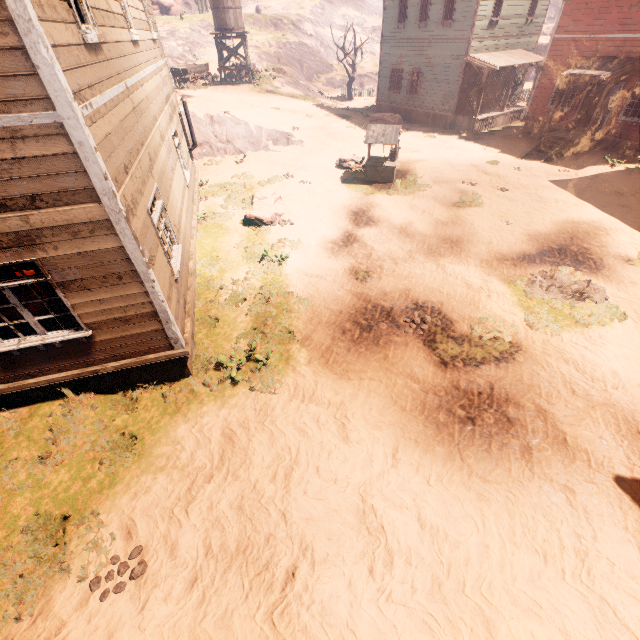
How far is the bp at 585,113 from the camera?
17.22m

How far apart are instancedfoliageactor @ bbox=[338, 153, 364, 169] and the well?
0.7 meters

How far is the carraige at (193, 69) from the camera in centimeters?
2619cm

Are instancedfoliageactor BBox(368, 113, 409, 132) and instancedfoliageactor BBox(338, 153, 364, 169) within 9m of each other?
yes

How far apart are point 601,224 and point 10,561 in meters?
17.8

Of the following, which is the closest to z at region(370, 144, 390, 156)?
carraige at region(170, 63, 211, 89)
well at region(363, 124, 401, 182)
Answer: well at region(363, 124, 401, 182)

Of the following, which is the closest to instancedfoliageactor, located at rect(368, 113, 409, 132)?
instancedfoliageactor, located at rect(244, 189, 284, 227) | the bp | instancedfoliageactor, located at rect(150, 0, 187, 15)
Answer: the bp

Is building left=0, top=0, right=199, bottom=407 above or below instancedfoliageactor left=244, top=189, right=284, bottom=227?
above
